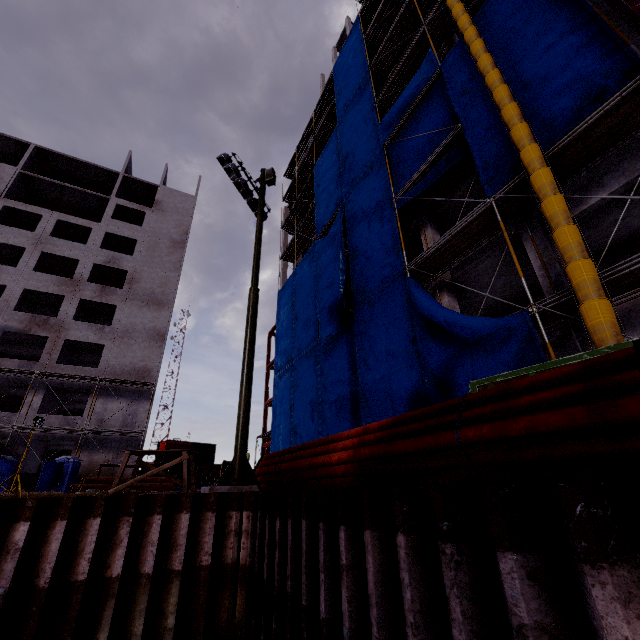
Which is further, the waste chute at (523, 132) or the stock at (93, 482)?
the stock at (93, 482)

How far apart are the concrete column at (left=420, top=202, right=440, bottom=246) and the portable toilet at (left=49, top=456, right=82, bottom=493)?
24.75m

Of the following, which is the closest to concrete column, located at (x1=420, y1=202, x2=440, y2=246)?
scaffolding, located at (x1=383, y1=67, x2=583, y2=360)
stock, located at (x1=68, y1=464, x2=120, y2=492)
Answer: scaffolding, located at (x1=383, y1=67, x2=583, y2=360)

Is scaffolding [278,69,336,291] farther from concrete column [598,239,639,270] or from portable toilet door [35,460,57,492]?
portable toilet door [35,460,57,492]

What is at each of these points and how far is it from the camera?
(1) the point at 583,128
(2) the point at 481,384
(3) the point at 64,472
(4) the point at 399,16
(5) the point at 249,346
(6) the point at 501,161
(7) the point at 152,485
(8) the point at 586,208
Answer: (1) scaffolding, 8.0m
(2) dumpster, 5.7m
(3) portable toilet, 21.9m
(4) scaffolding, 18.4m
(5) floodlight pole, 9.2m
(6) tarp, 10.0m
(7) stock, 23.5m
(8) concrete column, 9.3m

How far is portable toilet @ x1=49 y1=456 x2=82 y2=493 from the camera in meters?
21.0

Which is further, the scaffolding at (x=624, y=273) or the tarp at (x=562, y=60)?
the tarp at (x=562, y=60)

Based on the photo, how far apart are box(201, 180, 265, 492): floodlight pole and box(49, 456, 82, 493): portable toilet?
19.9 meters
